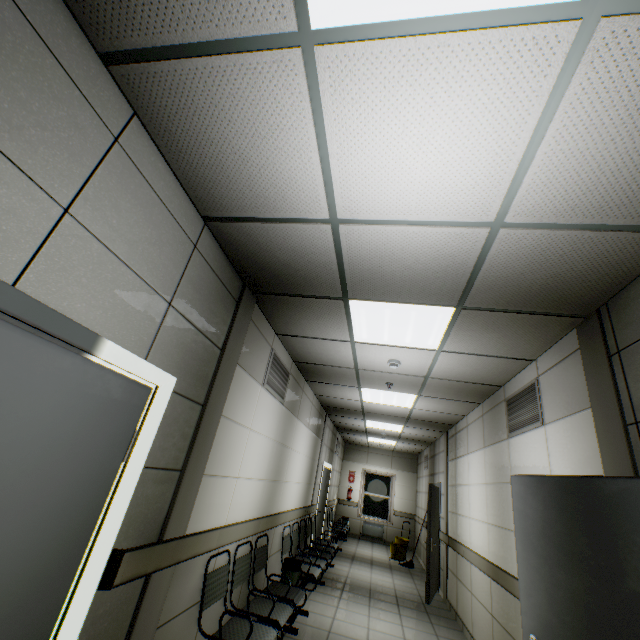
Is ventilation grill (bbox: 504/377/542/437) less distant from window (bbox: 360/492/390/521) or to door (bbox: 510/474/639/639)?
door (bbox: 510/474/639/639)

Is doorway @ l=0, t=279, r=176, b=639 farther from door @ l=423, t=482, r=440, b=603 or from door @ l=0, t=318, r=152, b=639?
door @ l=423, t=482, r=440, b=603

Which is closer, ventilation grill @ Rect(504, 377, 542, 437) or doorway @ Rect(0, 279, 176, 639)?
doorway @ Rect(0, 279, 176, 639)

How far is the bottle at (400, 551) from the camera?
9.2 meters

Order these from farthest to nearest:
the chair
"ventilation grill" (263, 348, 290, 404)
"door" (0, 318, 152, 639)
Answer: "ventilation grill" (263, 348, 290, 404), the chair, "door" (0, 318, 152, 639)

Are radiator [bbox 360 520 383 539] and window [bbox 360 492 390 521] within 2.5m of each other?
yes

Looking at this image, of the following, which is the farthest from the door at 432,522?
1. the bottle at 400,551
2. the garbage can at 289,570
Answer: the garbage can at 289,570

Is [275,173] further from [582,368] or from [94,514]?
[582,368]
